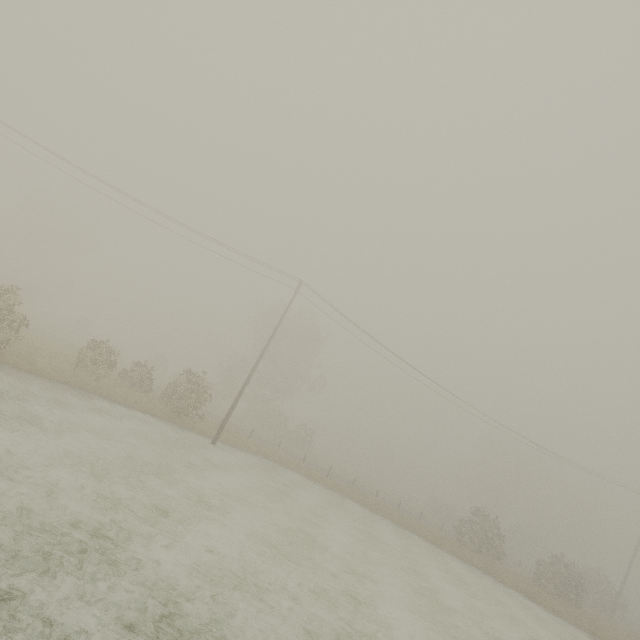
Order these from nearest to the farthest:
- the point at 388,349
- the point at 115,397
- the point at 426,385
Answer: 1. the point at 115,397
2. the point at 388,349
3. the point at 426,385

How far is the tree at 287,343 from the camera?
41.62m

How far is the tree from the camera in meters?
41.6
